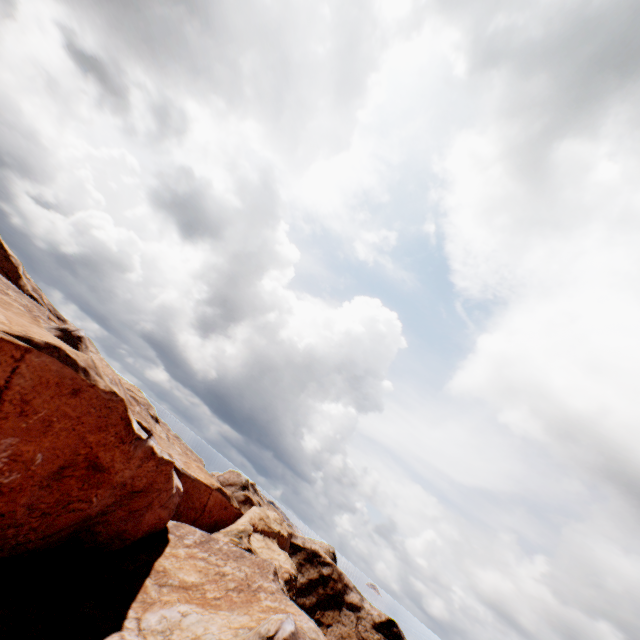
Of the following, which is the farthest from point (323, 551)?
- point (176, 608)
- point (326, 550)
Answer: point (176, 608)
